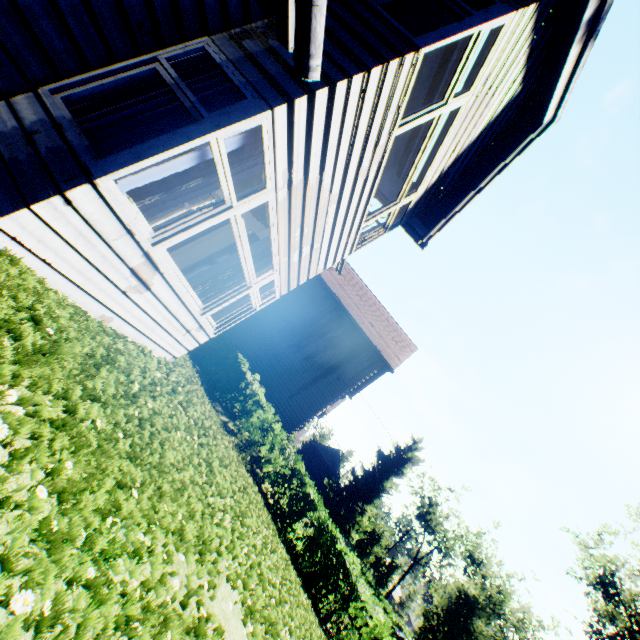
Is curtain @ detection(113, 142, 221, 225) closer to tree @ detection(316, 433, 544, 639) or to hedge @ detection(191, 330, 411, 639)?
hedge @ detection(191, 330, 411, 639)

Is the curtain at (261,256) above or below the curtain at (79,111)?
above

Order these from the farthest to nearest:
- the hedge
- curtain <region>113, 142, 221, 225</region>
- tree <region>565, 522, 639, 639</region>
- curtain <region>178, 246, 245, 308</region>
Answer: tree <region>565, 522, 639, 639</region> → the hedge → curtain <region>178, 246, 245, 308</region> → curtain <region>113, 142, 221, 225</region>

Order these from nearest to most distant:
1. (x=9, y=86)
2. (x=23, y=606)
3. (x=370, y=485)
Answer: (x=23, y=606) → (x=9, y=86) → (x=370, y=485)

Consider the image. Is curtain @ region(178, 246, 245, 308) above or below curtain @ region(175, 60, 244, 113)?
below

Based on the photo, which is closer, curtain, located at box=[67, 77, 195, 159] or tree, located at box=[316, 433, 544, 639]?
curtain, located at box=[67, 77, 195, 159]

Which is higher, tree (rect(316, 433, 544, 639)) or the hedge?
tree (rect(316, 433, 544, 639))

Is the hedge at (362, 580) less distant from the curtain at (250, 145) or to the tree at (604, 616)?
the tree at (604, 616)
